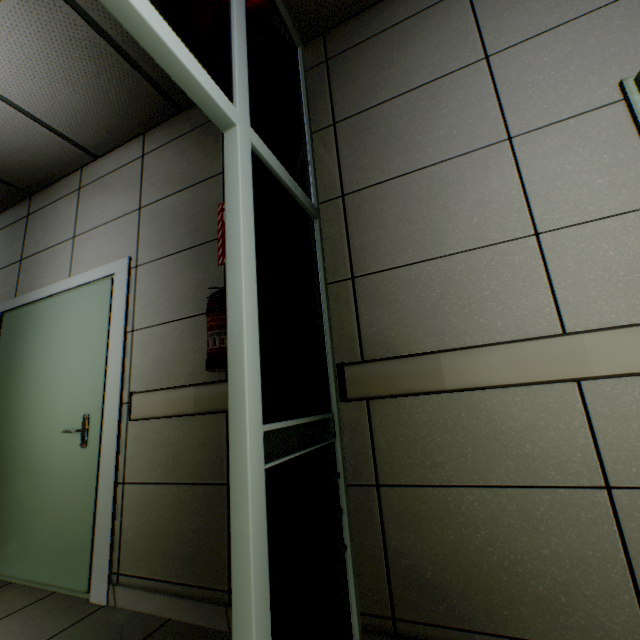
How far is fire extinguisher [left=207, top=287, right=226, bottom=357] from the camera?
1.7m

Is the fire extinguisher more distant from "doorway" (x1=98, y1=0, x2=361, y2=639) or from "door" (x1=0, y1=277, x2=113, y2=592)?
"door" (x1=0, y1=277, x2=113, y2=592)

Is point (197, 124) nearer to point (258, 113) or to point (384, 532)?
point (258, 113)

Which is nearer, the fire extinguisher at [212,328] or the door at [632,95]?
the door at [632,95]

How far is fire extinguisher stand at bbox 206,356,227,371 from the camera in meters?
1.6

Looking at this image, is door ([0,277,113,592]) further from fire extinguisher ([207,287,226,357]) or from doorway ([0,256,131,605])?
fire extinguisher ([207,287,226,357])

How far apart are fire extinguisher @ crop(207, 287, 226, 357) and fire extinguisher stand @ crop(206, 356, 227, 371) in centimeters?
2cm

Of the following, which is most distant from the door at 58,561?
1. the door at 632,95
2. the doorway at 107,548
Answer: the door at 632,95
